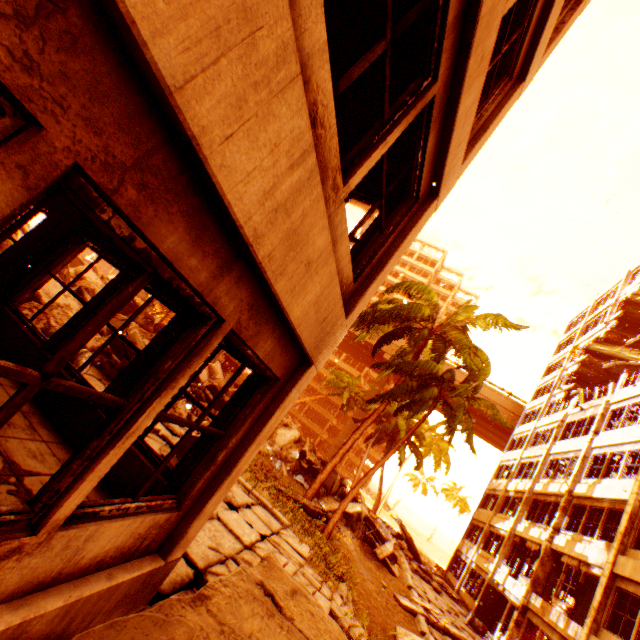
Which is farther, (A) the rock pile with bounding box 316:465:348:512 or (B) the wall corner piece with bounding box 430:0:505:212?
(A) the rock pile with bounding box 316:465:348:512

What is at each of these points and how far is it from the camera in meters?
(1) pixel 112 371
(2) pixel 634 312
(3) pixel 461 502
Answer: (1) rock pile, 9.4 m
(2) floor rubble, 27.4 m
(3) rubble, 59.4 m

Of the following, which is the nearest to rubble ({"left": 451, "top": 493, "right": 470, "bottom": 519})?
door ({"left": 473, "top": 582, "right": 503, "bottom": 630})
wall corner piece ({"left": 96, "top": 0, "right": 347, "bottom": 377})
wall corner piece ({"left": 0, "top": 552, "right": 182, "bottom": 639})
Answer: door ({"left": 473, "top": 582, "right": 503, "bottom": 630})

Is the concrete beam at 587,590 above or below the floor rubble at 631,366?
below

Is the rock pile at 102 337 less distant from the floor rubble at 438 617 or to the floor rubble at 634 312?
the floor rubble at 438 617

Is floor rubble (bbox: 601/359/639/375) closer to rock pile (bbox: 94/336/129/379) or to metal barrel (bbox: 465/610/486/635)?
rock pile (bbox: 94/336/129/379)

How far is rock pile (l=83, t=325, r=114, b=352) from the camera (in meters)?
9.30
